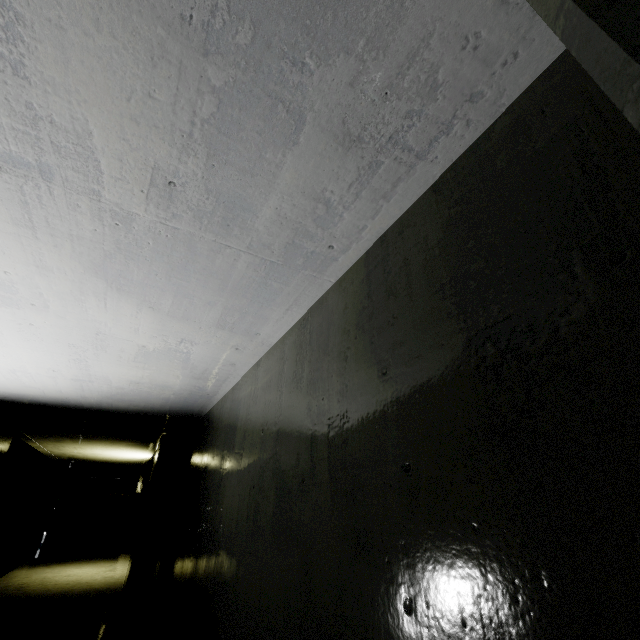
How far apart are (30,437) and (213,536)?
8.75m

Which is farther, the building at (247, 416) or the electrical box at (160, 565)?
the electrical box at (160, 565)

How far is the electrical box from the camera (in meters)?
5.45

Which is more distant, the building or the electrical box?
the electrical box

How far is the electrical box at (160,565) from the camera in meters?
5.5
